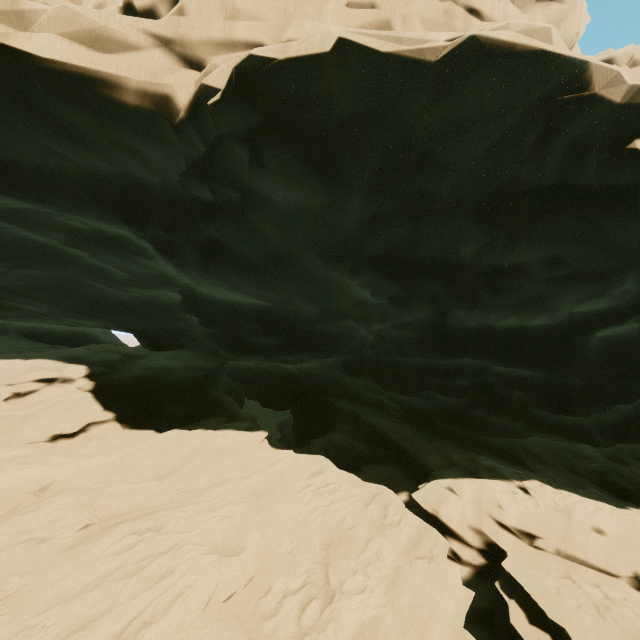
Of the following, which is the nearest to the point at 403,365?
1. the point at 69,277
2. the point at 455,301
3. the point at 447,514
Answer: the point at 455,301
